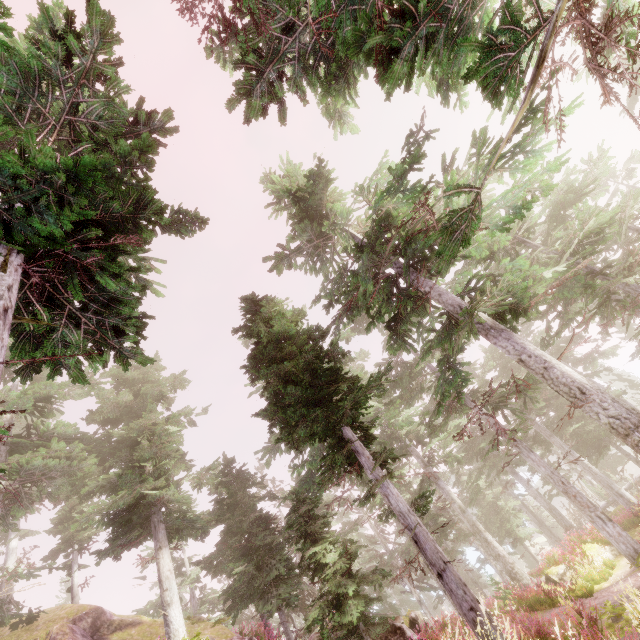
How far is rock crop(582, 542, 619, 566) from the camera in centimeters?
1833cm

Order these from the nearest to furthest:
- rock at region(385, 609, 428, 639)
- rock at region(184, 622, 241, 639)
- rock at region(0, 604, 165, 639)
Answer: rock at region(385, 609, 428, 639)
rock at region(0, 604, 165, 639)
rock at region(184, 622, 241, 639)

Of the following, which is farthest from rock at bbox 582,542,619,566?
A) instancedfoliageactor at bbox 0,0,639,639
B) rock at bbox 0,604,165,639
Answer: rock at bbox 0,604,165,639

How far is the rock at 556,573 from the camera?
18.3 meters

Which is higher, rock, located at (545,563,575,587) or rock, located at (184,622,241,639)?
rock, located at (184,622,241,639)

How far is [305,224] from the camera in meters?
14.0 m

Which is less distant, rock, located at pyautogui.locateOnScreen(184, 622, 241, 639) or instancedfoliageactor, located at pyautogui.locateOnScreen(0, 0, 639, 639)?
instancedfoliageactor, located at pyautogui.locateOnScreen(0, 0, 639, 639)

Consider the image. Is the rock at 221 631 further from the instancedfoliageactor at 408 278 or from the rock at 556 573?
the rock at 556 573
